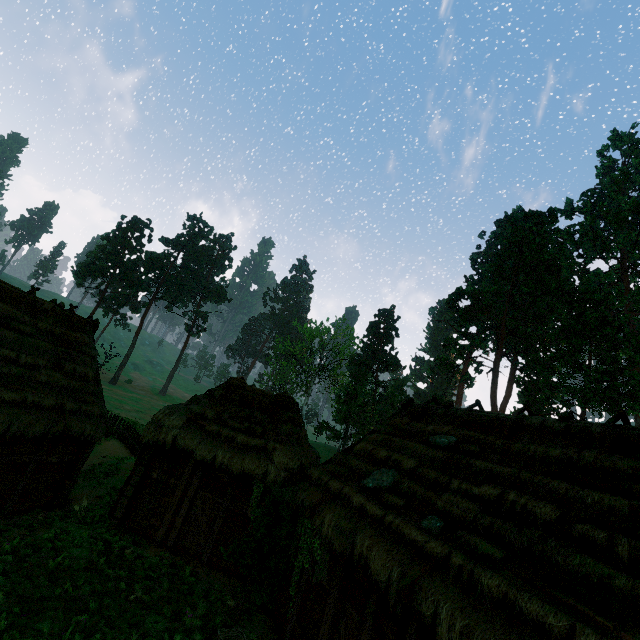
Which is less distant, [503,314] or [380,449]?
[380,449]

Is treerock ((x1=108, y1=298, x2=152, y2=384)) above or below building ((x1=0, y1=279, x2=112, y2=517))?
above

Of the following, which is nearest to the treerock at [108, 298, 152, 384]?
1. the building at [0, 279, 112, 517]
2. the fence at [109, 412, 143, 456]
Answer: the building at [0, 279, 112, 517]

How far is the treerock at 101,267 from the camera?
54.7m

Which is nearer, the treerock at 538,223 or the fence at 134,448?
the fence at 134,448

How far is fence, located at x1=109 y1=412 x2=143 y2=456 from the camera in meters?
20.8

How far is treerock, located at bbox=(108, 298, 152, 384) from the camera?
56.0m
